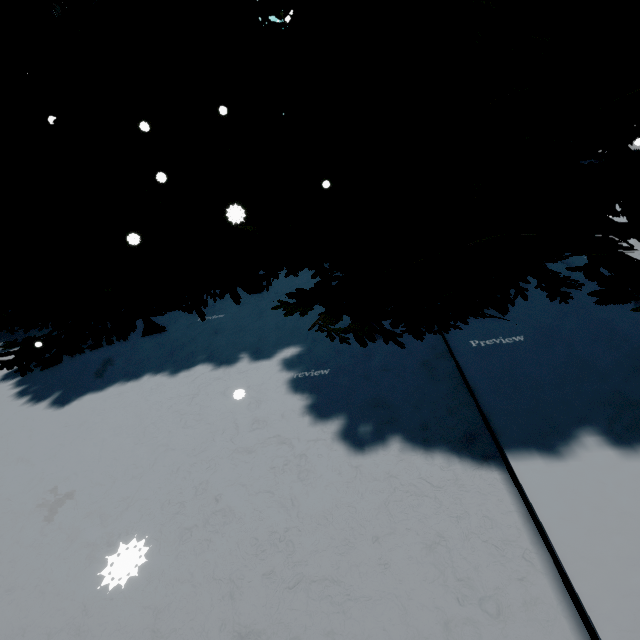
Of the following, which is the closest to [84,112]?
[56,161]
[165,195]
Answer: [56,161]
